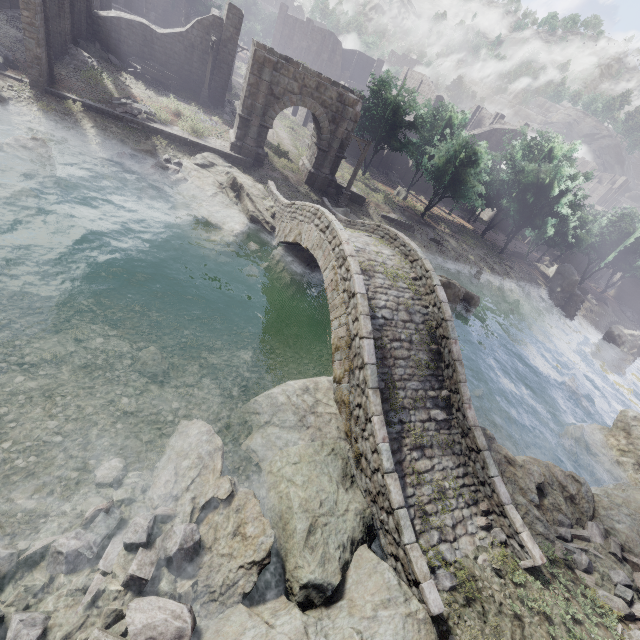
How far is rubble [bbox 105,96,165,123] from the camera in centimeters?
1861cm

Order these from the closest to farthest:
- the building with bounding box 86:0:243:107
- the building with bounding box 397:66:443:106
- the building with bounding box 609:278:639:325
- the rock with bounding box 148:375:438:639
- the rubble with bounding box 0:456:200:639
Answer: the rubble with bounding box 0:456:200:639 → the rock with bounding box 148:375:438:639 → the building with bounding box 86:0:243:107 → the building with bounding box 397:66:443:106 → the building with bounding box 609:278:639:325

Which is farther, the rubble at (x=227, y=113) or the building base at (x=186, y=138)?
the rubble at (x=227, y=113)

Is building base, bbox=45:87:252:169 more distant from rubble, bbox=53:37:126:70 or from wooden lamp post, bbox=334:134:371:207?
wooden lamp post, bbox=334:134:371:207

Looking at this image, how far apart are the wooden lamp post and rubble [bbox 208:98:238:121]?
12.3m

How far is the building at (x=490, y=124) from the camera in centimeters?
4503cm

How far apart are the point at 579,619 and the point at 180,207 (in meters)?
20.81

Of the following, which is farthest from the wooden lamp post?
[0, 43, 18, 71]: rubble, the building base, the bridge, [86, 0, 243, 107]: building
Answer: [0, 43, 18, 71]: rubble
